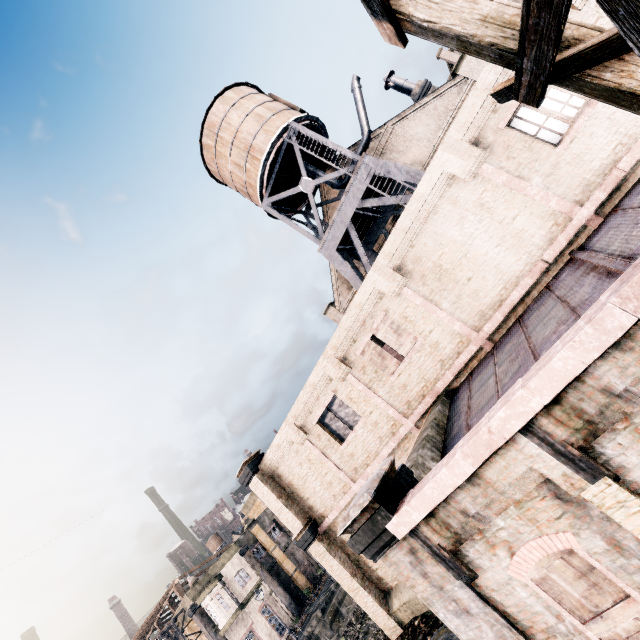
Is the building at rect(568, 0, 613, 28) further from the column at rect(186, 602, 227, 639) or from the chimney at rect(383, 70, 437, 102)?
the column at rect(186, 602, 227, 639)

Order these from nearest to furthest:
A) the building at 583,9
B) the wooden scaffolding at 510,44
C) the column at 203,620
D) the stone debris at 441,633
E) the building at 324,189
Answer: the wooden scaffolding at 510,44, the building at 583,9, the stone debris at 441,633, the building at 324,189, the column at 203,620

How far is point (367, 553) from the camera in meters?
6.6

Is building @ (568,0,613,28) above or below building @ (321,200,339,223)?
below

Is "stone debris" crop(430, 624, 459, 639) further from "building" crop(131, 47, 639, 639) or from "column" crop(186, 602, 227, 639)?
"column" crop(186, 602, 227, 639)

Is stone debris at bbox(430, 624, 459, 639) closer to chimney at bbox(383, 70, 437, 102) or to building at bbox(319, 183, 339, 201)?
building at bbox(319, 183, 339, 201)

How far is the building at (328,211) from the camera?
27.1m

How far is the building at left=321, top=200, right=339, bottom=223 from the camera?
27.1 meters
